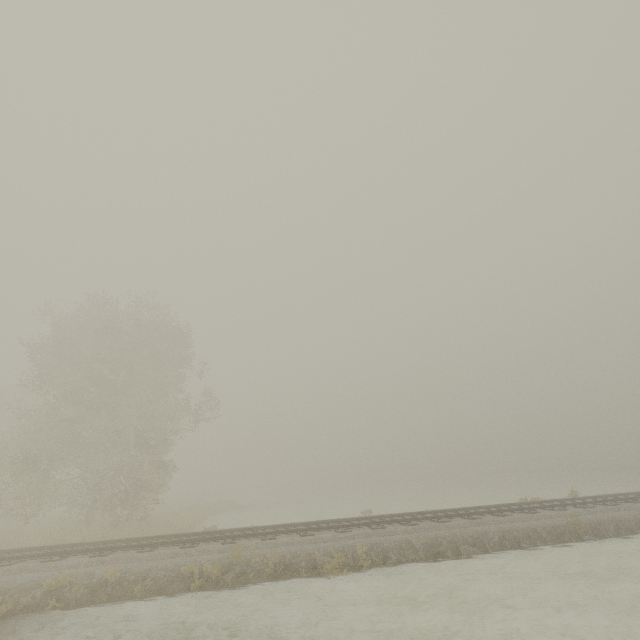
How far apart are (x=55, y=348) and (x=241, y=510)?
21.3m
